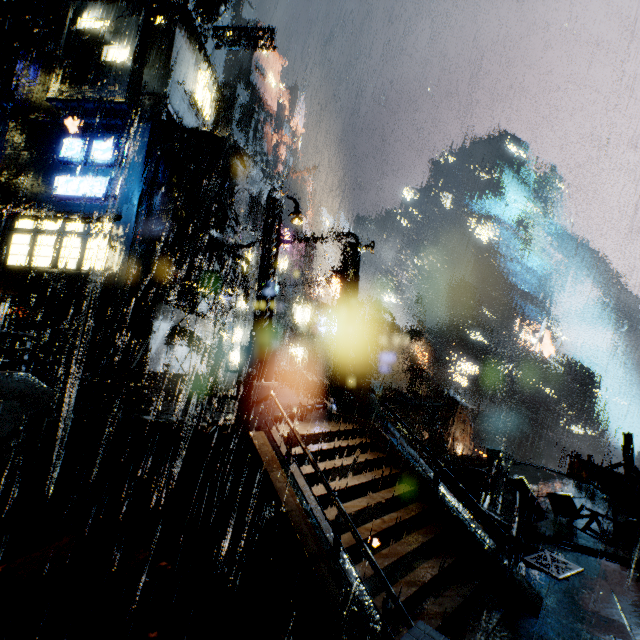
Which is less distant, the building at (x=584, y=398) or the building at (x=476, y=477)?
the building at (x=476, y=477)

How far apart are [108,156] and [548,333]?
24.4m

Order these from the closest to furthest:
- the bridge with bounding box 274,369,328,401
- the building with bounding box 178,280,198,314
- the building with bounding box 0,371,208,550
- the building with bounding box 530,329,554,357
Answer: the building with bounding box 530,329,554,357 < the building with bounding box 0,371,208,550 < the bridge with bounding box 274,369,328,401 < the building with bounding box 178,280,198,314

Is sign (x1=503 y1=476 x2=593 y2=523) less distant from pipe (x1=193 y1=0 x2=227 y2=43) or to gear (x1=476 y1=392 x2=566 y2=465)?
pipe (x1=193 y1=0 x2=227 y2=43)

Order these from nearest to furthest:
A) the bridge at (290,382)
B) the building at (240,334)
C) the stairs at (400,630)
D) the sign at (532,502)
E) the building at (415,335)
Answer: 1. the stairs at (400,630)
2. the sign at (532,502)
3. the bridge at (290,382)
4. the building at (415,335)
5. the building at (240,334)

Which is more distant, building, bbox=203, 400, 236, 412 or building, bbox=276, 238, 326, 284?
building, bbox=276, 238, 326, 284

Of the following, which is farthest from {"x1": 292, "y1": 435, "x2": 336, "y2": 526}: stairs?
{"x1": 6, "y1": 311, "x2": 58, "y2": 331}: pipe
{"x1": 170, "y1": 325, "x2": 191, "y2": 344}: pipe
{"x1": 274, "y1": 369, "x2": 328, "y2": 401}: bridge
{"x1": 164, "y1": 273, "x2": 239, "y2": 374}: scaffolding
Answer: {"x1": 6, "y1": 311, "x2": 58, "y2": 331}: pipe

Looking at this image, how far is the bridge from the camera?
21.4m
